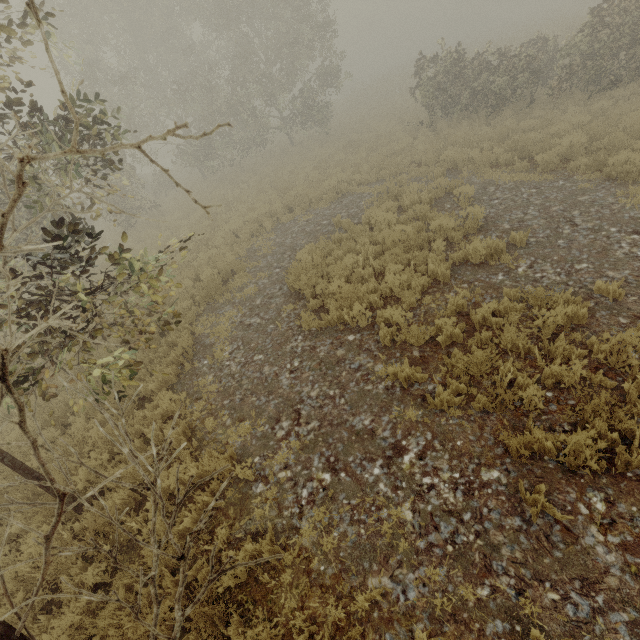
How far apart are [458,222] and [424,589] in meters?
8.0 m
